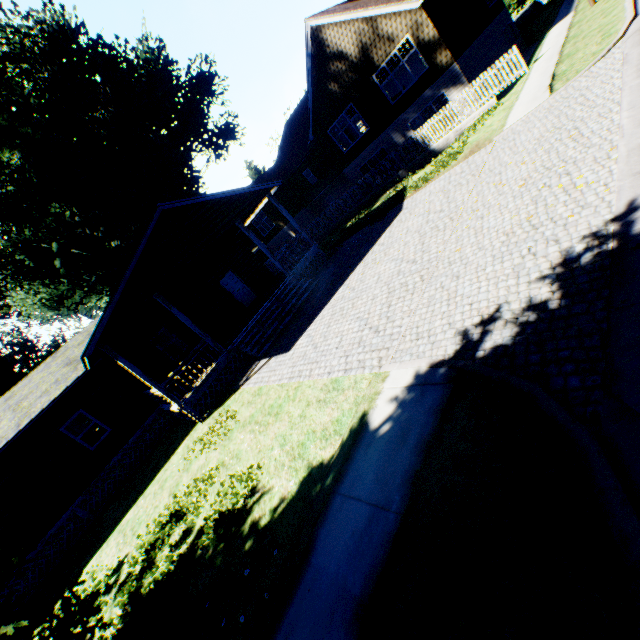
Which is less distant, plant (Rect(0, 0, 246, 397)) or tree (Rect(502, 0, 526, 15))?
plant (Rect(0, 0, 246, 397))

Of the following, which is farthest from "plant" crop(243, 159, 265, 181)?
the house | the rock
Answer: the rock

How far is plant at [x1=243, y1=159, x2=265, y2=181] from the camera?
55.63m

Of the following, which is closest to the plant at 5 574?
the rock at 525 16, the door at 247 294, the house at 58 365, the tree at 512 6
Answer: the house at 58 365

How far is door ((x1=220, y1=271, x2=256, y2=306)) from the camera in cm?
1905

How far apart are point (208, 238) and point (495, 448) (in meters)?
13.20

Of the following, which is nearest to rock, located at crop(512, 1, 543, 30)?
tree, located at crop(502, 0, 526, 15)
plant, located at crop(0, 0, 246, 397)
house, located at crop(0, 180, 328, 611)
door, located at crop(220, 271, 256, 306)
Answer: tree, located at crop(502, 0, 526, 15)

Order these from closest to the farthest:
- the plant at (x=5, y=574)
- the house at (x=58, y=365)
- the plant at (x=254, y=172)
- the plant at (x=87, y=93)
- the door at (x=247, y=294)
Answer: the plant at (x=5, y=574) → the house at (x=58, y=365) → the door at (x=247, y=294) → the plant at (x=87, y=93) → the plant at (x=254, y=172)
